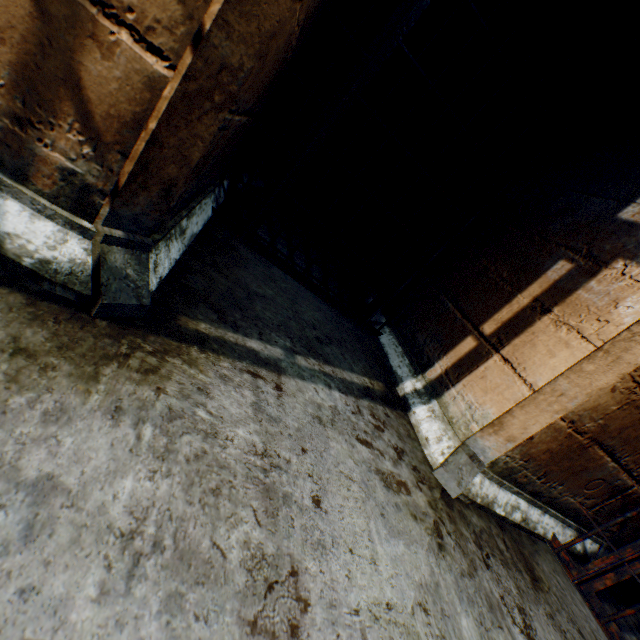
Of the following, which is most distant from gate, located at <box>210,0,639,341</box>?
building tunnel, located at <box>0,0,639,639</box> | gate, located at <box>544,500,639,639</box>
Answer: gate, located at <box>544,500,639,639</box>

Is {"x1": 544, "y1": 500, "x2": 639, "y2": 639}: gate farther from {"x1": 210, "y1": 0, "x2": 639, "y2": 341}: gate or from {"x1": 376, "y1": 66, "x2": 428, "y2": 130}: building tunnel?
{"x1": 210, "y1": 0, "x2": 639, "y2": 341}: gate

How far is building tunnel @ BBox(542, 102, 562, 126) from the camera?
2.5 meters

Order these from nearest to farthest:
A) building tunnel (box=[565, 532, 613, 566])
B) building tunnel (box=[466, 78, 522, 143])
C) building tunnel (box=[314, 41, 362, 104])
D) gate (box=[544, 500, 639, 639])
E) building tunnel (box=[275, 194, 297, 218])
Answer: gate (box=[544, 500, 639, 639]) < building tunnel (box=[565, 532, 613, 566]) < building tunnel (box=[314, 41, 362, 104]) < building tunnel (box=[275, 194, 297, 218]) < building tunnel (box=[466, 78, 522, 143])

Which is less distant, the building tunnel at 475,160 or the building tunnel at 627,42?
the building tunnel at 627,42

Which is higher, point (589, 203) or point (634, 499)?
point (589, 203)

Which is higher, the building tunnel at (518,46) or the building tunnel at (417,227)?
the building tunnel at (518,46)
